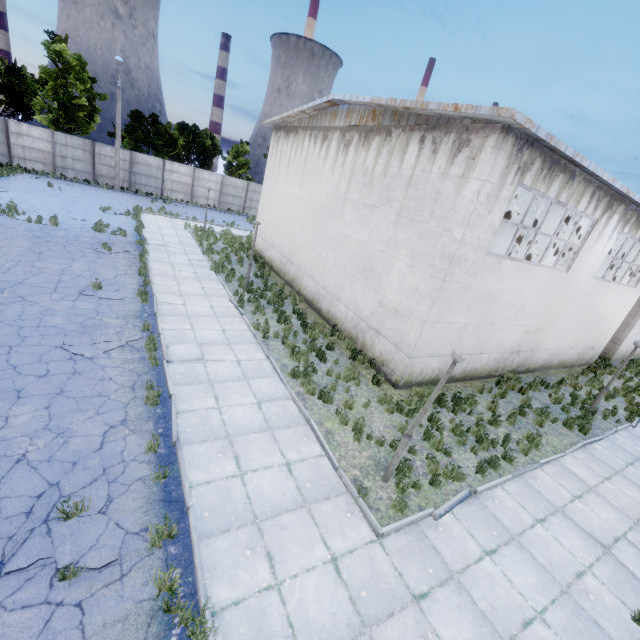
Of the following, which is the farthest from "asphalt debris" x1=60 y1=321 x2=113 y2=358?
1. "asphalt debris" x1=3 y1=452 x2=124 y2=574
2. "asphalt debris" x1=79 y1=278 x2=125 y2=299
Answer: "asphalt debris" x1=3 y1=452 x2=124 y2=574

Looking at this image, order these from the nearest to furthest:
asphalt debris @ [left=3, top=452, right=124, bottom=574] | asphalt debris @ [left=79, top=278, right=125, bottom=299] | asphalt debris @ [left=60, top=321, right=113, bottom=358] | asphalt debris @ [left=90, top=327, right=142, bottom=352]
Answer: asphalt debris @ [left=3, top=452, right=124, bottom=574]
asphalt debris @ [left=60, top=321, right=113, bottom=358]
asphalt debris @ [left=90, top=327, right=142, bottom=352]
asphalt debris @ [left=79, top=278, right=125, bottom=299]

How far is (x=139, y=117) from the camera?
32.7 meters

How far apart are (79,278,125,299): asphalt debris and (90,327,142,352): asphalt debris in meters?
1.7 m

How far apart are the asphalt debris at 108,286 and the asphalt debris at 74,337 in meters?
1.7 m

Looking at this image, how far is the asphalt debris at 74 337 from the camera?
8.29m

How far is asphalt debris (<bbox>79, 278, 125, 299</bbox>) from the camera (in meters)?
11.18

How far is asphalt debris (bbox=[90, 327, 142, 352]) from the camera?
8.84m
